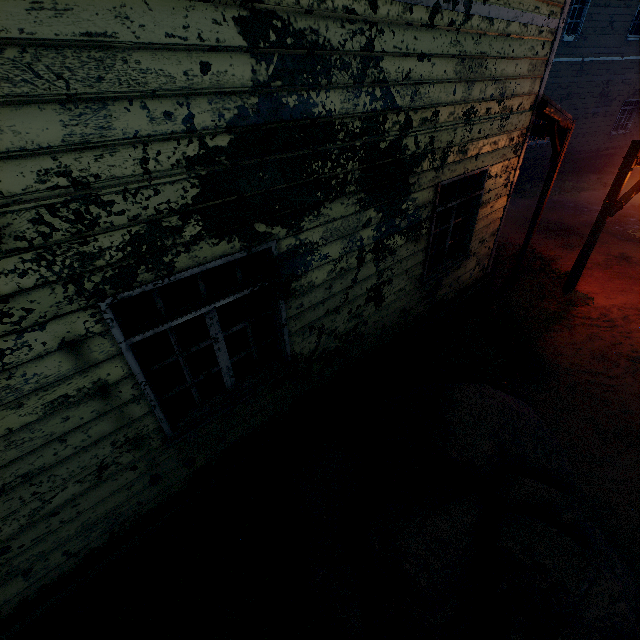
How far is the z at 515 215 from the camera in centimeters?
1108cm

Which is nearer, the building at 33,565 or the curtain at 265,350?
the building at 33,565

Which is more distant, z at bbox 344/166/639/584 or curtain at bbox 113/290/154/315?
z at bbox 344/166/639/584

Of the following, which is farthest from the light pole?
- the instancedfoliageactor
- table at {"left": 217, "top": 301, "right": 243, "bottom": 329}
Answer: table at {"left": 217, "top": 301, "right": 243, "bottom": 329}

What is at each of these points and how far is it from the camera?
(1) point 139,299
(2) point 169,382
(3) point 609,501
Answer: (1) curtain, 2.4m
(2) curtain, 2.9m
(3) z, 4.1m

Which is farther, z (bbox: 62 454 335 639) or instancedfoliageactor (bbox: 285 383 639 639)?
z (bbox: 62 454 335 639)

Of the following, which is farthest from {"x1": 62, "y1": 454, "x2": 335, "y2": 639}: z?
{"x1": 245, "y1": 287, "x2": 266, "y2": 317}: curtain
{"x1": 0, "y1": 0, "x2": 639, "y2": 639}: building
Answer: {"x1": 245, "y1": 287, "x2": 266, "y2": 317}: curtain

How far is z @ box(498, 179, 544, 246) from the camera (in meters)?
11.08
